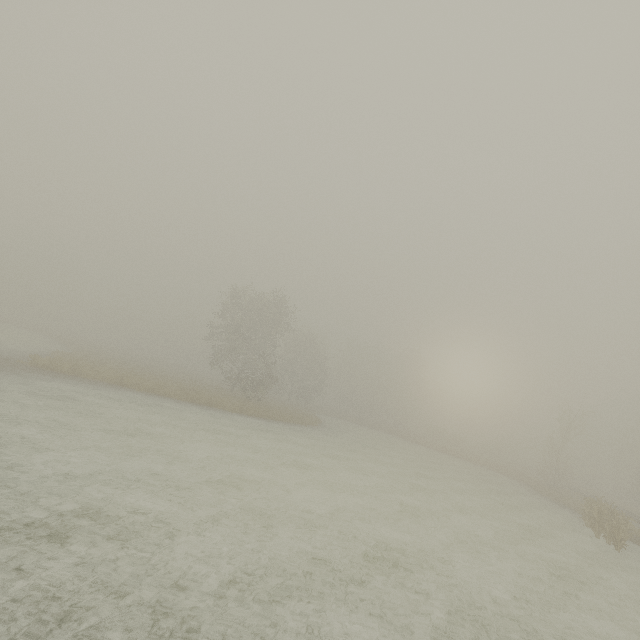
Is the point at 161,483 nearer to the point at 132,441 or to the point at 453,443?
the point at 132,441
